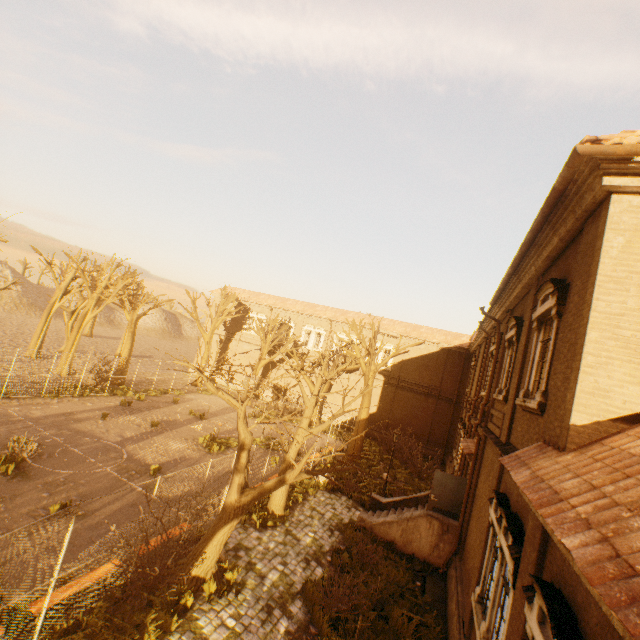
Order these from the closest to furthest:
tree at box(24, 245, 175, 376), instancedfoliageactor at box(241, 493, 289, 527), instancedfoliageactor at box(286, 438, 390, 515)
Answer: instancedfoliageactor at box(241, 493, 289, 527) → instancedfoliageactor at box(286, 438, 390, 515) → tree at box(24, 245, 175, 376)

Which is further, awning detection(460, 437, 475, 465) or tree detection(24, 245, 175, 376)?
tree detection(24, 245, 175, 376)

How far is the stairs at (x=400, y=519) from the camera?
12.6 meters

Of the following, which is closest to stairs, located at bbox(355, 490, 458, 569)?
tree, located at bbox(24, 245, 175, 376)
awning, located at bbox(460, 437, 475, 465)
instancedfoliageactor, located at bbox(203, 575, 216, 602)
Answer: awning, located at bbox(460, 437, 475, 465)

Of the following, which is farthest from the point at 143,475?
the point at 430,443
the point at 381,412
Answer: the point at 430,443

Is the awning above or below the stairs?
above

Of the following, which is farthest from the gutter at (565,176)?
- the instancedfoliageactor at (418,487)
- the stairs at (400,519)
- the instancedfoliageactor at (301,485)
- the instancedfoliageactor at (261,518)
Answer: the instancedfoliageactor at (418,487)

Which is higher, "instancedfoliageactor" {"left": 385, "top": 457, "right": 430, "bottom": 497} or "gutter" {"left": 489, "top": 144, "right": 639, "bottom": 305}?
"gutter" {"left": 489, "top": 144, "right": 639, "bottom": 305}
